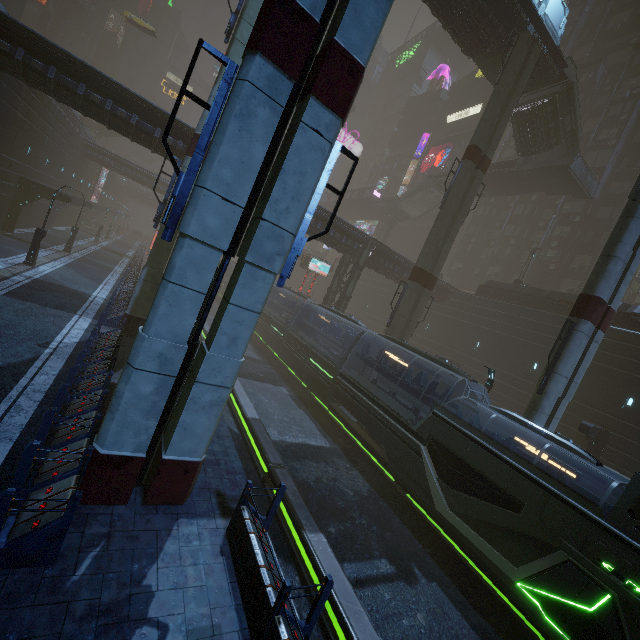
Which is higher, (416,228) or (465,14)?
(465,14)

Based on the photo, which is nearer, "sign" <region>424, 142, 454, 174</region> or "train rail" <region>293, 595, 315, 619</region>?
"train rail" <region>293, 595, 315, 619</region>

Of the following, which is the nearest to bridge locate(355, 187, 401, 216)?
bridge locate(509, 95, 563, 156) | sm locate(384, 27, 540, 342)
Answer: sm locate(384, 27, 540, 342)

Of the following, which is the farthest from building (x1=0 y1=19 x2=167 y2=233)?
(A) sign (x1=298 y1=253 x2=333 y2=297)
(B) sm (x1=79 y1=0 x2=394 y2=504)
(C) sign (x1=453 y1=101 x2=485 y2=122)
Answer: (A) sign (x1=298 y1=253 x2=333 y2=297)

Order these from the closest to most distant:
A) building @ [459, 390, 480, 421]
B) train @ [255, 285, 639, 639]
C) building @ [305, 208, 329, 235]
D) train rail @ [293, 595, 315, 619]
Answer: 1. train rail @ [293, 595, 315, 619]
2. train @ [255, 285, 639, 639]
3. building @ [305, 208, 329, 235]
4. building @ [459, 390, 480, 421]

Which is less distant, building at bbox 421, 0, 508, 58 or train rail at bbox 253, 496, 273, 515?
train rail at bbox 253, 496, 273, 515

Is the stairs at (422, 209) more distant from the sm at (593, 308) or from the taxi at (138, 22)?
the taxi at (138, 22)

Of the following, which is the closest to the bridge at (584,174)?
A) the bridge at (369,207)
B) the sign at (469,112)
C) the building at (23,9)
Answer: the building at (23,9)
